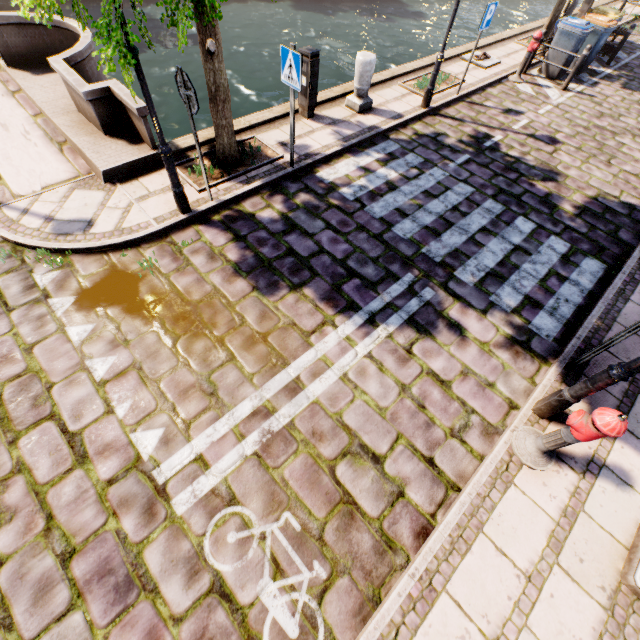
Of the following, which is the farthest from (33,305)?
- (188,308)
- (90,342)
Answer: (188,308)

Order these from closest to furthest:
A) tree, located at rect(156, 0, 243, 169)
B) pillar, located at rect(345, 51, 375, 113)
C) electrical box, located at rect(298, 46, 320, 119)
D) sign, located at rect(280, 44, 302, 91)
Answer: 1. tree, located at rect(156, 0, 243, 169)
2. sign, located at rect(280, 44, 302, 91)
3. electrical box, located at rect(298, 46, 320, 119)
4. pillar, located at rect(345, 51, 375, 113)

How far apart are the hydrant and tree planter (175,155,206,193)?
6.1m

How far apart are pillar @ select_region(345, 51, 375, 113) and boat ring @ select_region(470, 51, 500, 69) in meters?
5.2

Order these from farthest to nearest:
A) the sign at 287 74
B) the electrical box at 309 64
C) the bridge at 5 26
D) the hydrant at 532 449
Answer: the electrical box at 309 64
the bridge at 5 26
the sign at 287 74
the hydrant at 532 449

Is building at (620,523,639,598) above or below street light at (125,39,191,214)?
below

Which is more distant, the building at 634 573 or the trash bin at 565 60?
the trash bin at 565 60

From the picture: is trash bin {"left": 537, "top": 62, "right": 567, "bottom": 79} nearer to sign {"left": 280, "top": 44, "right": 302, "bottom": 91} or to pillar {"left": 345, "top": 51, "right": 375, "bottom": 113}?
pillar {"left": 345, "top": 51, "right": 375, "bottom": 113}
